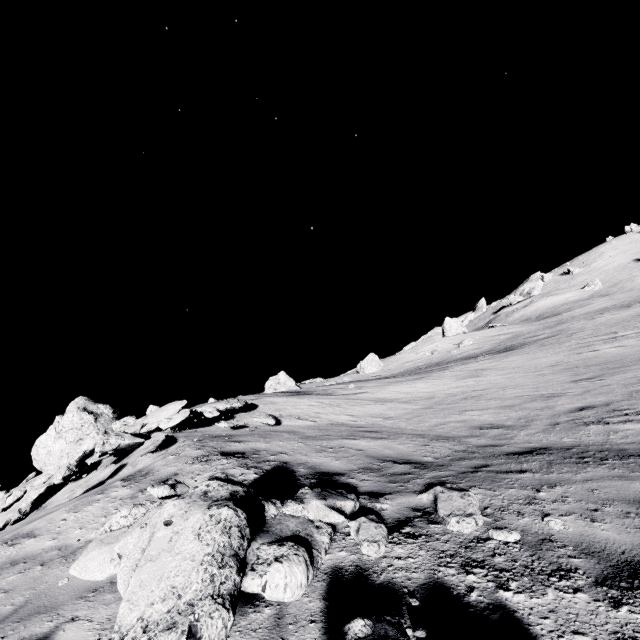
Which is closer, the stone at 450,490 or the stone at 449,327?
the stone at 450,490

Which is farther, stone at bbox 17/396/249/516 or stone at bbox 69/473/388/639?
stone at bbox 17/396/249/516

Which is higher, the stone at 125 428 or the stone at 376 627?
the stone at 125 428

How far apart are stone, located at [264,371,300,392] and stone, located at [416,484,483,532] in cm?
2603

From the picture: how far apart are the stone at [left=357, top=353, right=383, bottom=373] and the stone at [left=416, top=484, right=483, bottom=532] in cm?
3695

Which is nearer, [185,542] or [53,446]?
[185,542]

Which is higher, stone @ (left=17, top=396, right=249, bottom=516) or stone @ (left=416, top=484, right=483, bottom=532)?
stone @ (left=17, top=396, right=249, bottom=516)

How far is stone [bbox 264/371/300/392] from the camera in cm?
3095
